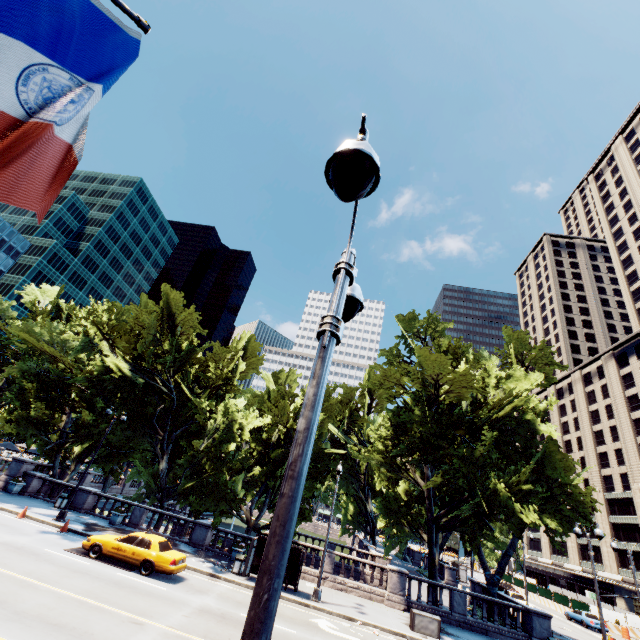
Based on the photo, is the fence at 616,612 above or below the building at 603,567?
below

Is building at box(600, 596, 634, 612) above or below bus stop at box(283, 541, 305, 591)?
above

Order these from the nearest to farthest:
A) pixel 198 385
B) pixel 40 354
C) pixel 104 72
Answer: pixel 104 72, pixel 40 354, pixel 198 385

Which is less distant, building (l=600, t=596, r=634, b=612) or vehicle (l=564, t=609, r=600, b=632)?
vehicle (l=564, t=609, r=600, b=632)

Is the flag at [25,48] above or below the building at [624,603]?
above

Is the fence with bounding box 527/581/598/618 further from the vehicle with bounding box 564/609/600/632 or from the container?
the container

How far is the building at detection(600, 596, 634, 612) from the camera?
51.35m

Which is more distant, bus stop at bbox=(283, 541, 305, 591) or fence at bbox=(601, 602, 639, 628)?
fence at bbox=(601, 602, 639, 628)
